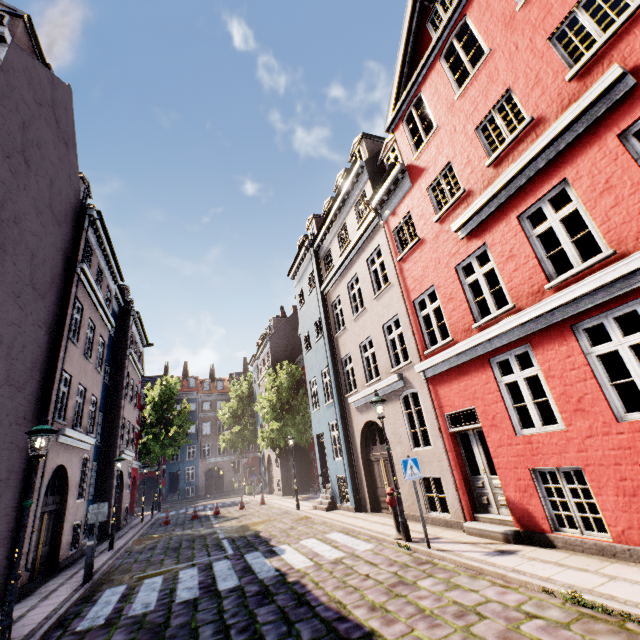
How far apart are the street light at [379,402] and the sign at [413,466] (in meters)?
0.98

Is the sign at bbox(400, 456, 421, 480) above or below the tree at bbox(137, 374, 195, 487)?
below

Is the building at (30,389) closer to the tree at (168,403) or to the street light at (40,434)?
the street light at (40,434)

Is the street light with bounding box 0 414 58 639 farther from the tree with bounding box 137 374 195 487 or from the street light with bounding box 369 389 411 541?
the tree with bounding box 137 374 195 487

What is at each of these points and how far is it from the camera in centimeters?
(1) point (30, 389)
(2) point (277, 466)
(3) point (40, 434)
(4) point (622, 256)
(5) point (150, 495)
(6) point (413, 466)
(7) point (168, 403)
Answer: (1) building, 969cm
(2) building, 2741cm
(3) street light, 648cm
(4) building, 535cm
(5) building, 4059cm
(6) sign, 796cm
(7) tree, 3594cm

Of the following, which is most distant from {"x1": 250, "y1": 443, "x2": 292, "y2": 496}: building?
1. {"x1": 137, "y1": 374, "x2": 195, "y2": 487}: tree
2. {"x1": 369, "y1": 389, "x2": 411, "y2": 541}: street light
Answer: {"x1": 137, "y1": 374, "x2": 195, "y2": 487}: tree

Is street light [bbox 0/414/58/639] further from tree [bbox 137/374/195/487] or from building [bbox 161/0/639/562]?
tree [bbox 137/374/195/487]

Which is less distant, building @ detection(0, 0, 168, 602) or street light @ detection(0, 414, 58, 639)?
street light @ detection(0, 414, 58, 639)
